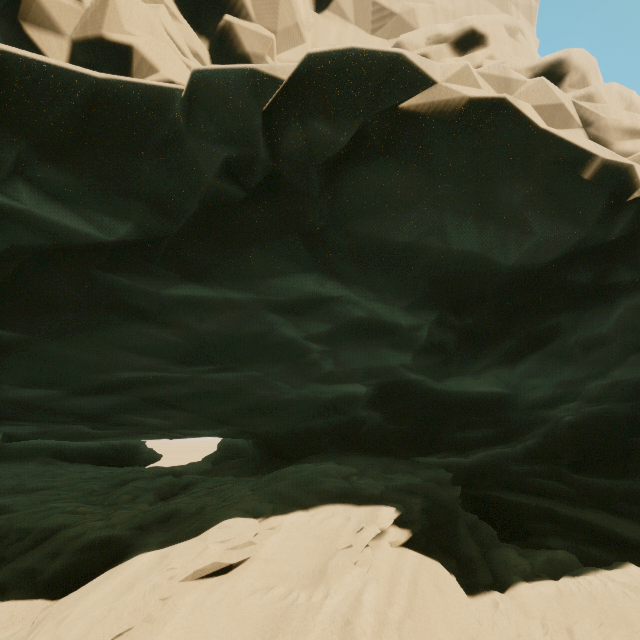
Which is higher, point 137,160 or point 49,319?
point 137,160
